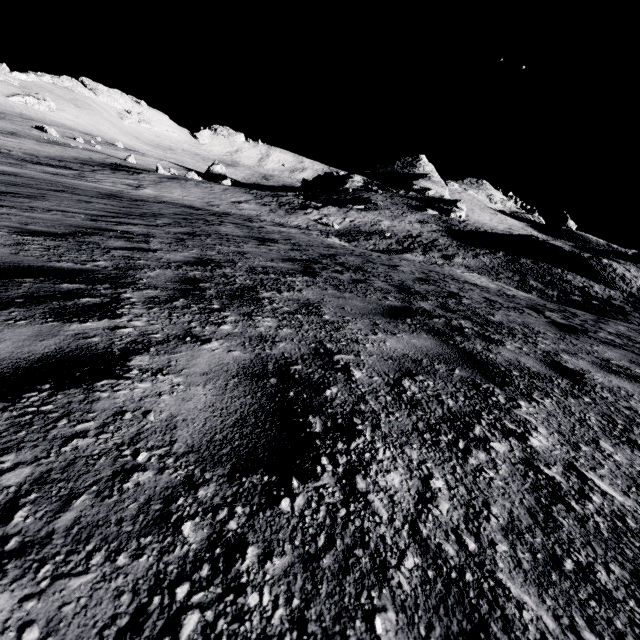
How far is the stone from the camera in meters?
47.0

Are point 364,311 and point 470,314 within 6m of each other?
yes

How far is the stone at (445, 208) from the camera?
47.00m
